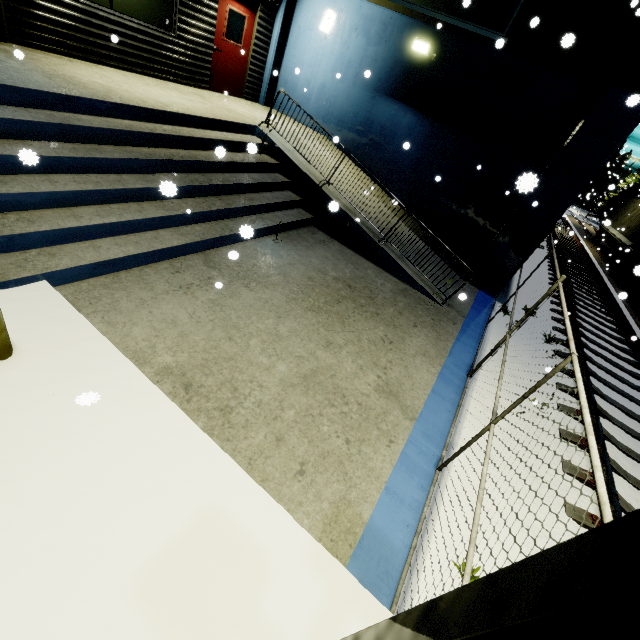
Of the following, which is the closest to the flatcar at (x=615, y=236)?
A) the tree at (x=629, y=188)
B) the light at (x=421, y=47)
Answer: the tree at (x=629, y=188)

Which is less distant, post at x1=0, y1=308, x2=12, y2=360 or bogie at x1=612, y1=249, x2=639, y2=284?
post at x1=0, y1=308, x2=12, y2=360

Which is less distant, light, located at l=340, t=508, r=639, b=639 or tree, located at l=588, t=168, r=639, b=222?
light, located at l=340, t=508, r=639, b=639

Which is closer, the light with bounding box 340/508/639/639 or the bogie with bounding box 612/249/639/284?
the light with bounding box 340/508/639/639

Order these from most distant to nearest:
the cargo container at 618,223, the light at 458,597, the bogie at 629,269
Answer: the cargo container at 618,223 < the bogie at 629,269 < the light at 458,597

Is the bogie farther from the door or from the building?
the door

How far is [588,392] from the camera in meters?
6.2 m

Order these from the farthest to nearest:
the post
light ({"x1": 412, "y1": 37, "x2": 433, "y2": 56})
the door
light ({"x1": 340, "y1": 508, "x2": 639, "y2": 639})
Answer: the door → light ({"x1": 412, "y1": 37, "x2": 433, "y2": 56}) → the post → light ({"x1": 340, "y1": 508, "x2": 639, "y2": 639})
